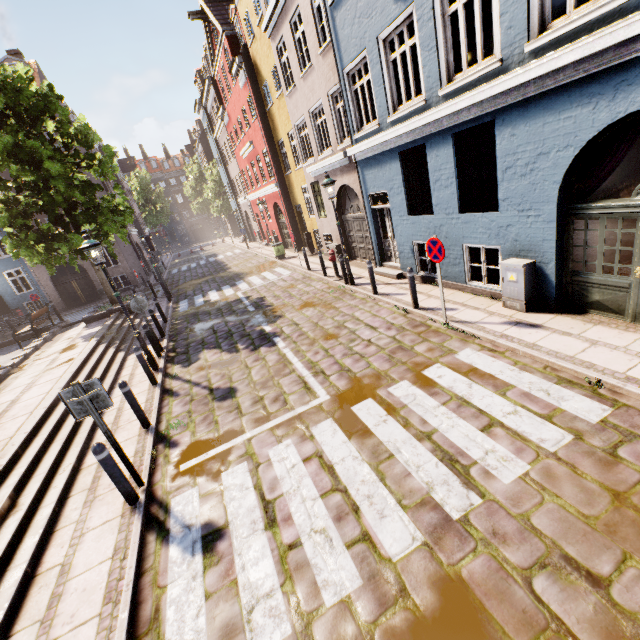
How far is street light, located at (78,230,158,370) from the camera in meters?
7.8

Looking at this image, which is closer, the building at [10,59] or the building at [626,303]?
the building at [626,303]

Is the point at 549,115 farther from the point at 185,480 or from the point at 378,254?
the point at 185,480

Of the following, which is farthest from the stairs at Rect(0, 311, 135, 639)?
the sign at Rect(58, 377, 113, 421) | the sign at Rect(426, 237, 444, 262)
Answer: the sign at Rect(426, 237, 444, 262)

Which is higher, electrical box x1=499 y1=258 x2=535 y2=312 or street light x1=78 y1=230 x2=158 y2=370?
street light x1=78 y1=230 x2=158 y2=370

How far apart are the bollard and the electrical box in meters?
7.8

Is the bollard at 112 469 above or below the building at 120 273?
below

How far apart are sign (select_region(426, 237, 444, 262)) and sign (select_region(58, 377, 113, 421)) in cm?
636
